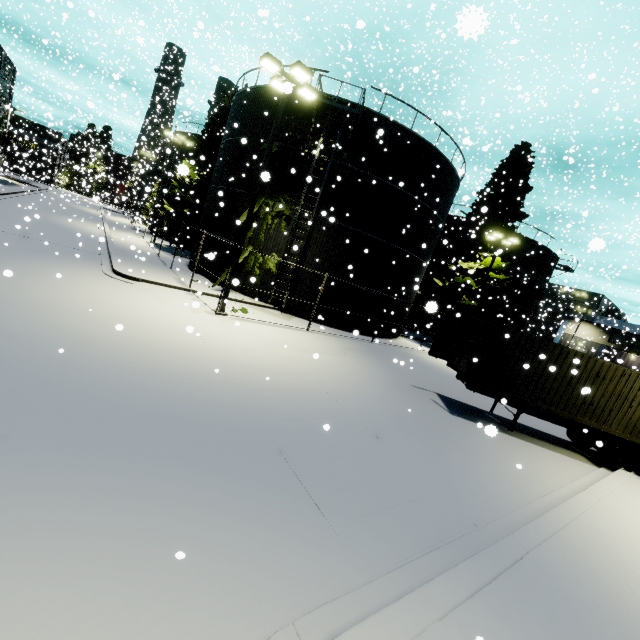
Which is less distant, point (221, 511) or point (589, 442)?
point (221, 511)

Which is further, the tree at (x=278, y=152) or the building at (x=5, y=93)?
the building at (x=5, y=93)

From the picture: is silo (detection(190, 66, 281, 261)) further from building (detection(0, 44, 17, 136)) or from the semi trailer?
the semi trailer

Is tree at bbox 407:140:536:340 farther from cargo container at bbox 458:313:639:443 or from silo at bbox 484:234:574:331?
silo at bbox 484:234:574:331

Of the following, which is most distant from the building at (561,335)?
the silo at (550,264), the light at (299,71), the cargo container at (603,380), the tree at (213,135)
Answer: the silo at (550,264)

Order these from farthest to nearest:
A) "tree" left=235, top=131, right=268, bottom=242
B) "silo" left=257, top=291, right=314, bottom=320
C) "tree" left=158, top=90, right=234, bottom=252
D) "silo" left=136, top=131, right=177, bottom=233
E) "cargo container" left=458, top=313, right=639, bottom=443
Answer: "silo" left=136, top=131, right=177, bottom=233
"tree" left=158, top=90, right=234, bottom=252
"silo" left=257, top=291, right=314, bottom=320
"tree" left=235, top=131, right=268, bottom=242
"cargo container" left=458, top=313, right=639, bottom=443

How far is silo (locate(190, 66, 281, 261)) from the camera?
18.8 meters

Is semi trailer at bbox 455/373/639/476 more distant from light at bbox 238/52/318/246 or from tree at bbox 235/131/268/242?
light at bbox 238/52/318/246
